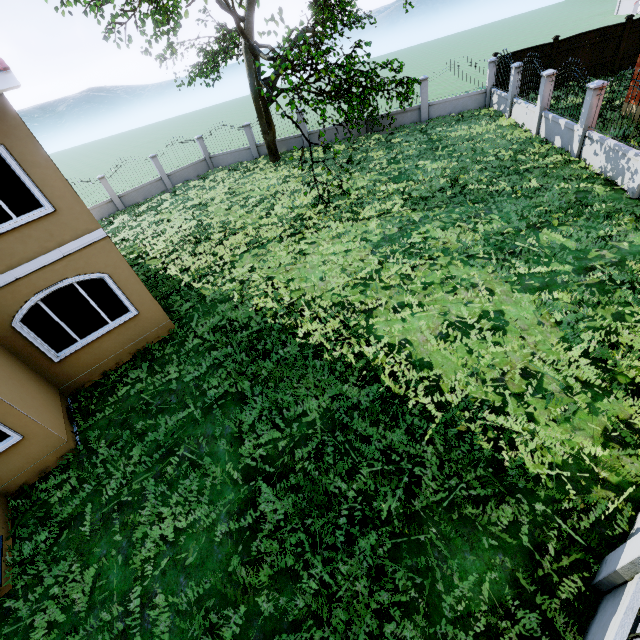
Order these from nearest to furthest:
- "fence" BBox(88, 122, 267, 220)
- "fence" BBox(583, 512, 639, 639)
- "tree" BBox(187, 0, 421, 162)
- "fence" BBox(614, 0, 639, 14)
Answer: "fence" BBox(583, 512, 639, 639) < "tree" BBox(187, 0, 421, 162) < "fence" BBox(88, 122, 267, 220) < "fence" BBox(614, 0, 639, 14)

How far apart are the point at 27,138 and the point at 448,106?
20.9 meters

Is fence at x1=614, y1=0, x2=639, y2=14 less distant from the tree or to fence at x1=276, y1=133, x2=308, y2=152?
fence at x1=276, y1=133, x2=308, y2=152

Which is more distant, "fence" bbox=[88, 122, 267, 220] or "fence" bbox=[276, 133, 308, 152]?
"fence" bbox=[276, 133, 308, 152]

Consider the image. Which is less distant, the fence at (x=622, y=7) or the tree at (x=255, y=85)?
the tree at (x=255, y=85)

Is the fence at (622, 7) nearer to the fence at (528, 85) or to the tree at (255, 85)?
the fence at (528, 85)

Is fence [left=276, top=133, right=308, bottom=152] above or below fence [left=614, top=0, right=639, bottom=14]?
above

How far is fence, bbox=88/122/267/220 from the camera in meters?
20.7 m
